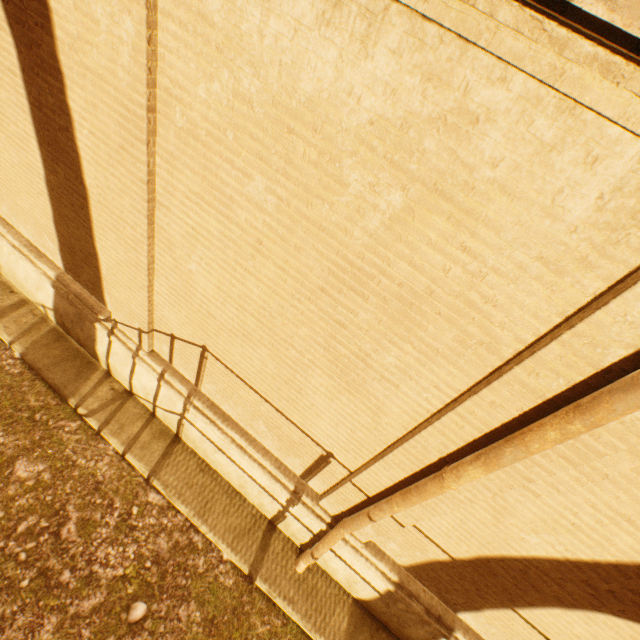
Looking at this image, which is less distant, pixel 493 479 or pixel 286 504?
pixel 493 479
